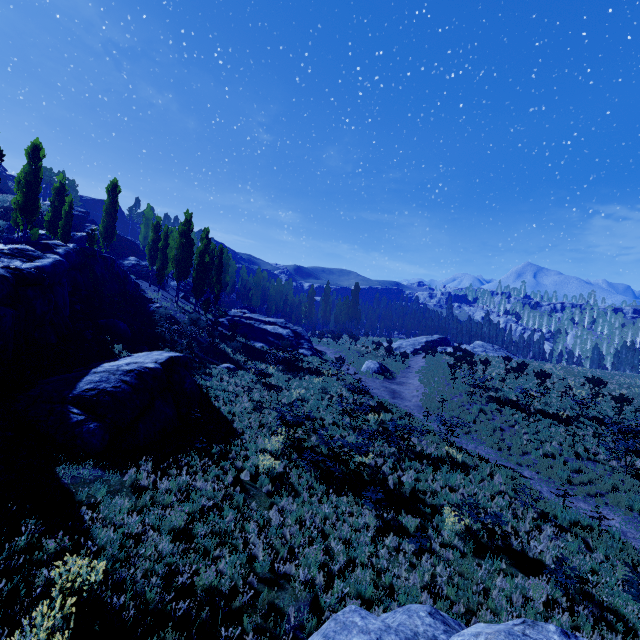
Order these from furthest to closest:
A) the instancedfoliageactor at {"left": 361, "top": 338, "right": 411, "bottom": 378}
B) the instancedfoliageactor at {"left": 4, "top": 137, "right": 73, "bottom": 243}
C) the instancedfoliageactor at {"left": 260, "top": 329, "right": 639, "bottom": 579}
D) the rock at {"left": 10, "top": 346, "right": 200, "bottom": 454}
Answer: the instancedfoliageactor at {"left": 361, "top": 338, "right": 411, "bottom": 378}, the instancedfoliageactor at {"left": 4, "top": 137, "right": 73, "bottom": 243}, the instancedfoliageactor at {"left": 260, "top": 329, "right": 639, "bottom": 579}, the rock at {"left": 10, "top": 346, "right": 200, "bottom": 454}

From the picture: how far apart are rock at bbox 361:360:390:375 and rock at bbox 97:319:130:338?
20.72m

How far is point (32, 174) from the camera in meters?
28.5

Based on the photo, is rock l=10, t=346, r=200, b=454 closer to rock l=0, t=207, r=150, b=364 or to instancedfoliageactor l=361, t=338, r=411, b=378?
rock l=0, t=207, r=150, b=364

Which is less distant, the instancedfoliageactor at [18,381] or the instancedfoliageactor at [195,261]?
the instancedfoliageactor at [18,381]

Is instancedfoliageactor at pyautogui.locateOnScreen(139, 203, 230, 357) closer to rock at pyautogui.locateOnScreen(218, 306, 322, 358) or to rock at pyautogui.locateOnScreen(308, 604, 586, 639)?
rock at pyautogui.locateOnScreen(308, 604, 586, 639)

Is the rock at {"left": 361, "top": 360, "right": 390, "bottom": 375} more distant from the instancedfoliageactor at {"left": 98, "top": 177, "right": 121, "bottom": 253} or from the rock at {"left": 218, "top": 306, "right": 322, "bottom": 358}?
the instancedfoliageactor at {"left": 98, "top": 177, "right": 121, "bottom": 253}

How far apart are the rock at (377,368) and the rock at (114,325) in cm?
2072
